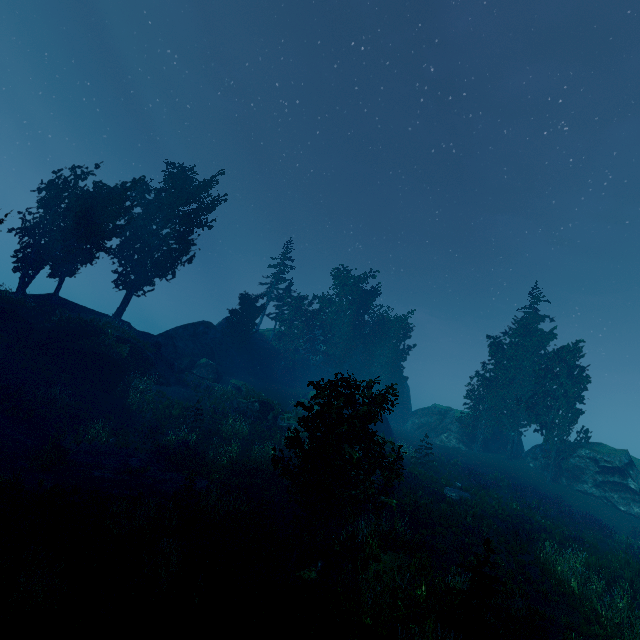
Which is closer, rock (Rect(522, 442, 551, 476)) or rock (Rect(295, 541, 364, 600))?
rock (Rect(295, 541, 364, 600))

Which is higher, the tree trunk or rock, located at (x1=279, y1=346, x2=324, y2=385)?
rock, located at (x1=279, y1=346, x2=324, y2=385)

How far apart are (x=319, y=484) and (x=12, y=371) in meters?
23.2

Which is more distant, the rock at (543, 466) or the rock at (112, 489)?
the rock at (543, 466)

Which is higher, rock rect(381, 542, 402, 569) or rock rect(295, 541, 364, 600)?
rock rect(381, 542, 402, 569)

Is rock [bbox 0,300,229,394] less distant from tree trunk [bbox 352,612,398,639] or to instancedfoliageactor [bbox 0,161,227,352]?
instancedfoliageactor [bbox 0,161,227,352]

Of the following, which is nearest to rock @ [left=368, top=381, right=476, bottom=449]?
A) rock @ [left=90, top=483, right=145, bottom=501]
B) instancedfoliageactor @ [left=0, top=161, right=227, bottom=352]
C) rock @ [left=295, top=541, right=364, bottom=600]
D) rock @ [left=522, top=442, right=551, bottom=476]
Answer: instancedfoliageactor @ [left=0, top=161, right=227, bottom=352]

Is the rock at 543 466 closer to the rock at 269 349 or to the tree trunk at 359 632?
the rock at 269 349
